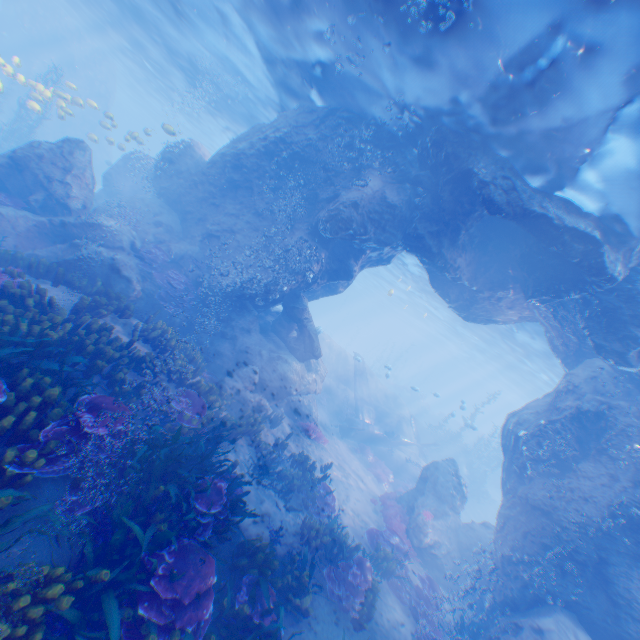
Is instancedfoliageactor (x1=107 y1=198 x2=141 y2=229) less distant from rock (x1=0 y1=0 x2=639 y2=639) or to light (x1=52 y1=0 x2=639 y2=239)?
rock (x1=0 y1=0 x2=639 y2=639)

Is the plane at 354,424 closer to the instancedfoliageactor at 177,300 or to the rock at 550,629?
the rock at 550,629

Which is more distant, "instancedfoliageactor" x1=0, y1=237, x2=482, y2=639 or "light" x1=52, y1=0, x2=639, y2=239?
"light" x1=52, y1=0, x2=639, y2=239

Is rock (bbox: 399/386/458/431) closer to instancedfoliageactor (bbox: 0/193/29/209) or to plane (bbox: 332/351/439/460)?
plane (bbox: 332/351/439/460)

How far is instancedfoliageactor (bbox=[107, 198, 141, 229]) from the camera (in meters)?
14.66

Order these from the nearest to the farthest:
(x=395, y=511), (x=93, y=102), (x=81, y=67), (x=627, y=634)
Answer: (x=627, y=634), (x=395, y=511), (x=93, y=102), (x=81, y=67)

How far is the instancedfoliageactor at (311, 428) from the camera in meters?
16.1 m

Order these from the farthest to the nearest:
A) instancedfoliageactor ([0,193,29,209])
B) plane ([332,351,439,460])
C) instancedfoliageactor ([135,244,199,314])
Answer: plane ([332,351,439,460])
instancedfoliageactor ([135,244,199,314])
instancedfoliageactor ([0,193,29,209])
